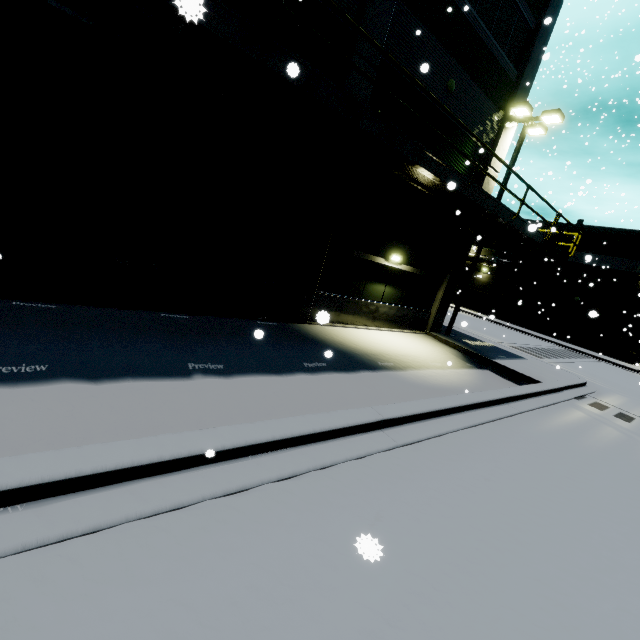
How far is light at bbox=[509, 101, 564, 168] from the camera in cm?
1255

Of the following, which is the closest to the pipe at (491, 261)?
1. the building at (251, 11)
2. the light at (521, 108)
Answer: the building at (251, 11)

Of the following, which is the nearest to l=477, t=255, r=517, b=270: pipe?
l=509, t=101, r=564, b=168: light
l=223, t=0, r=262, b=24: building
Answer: l=223, t=0, r=262, b=24: building

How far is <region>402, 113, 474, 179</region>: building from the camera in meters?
10.5 m

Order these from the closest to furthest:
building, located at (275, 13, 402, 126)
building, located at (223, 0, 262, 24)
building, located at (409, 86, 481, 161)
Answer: building, located at (223, 0, 262, 24) → building, located at (275, 13, 402, 126) → building, located at (409, 86, 481, 161)

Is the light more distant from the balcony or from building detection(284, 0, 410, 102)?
the balcony

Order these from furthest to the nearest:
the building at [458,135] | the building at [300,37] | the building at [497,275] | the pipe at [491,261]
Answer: the pipe at [491,261] → the building at [497,275] → the building at [458,135] → the building at [300,37]

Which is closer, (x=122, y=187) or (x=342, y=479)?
(x=342, y=479)
